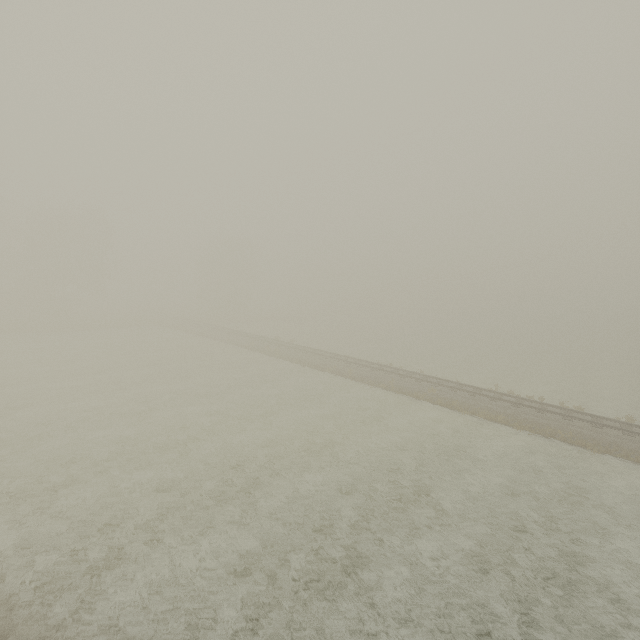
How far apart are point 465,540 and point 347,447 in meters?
7.1 m
